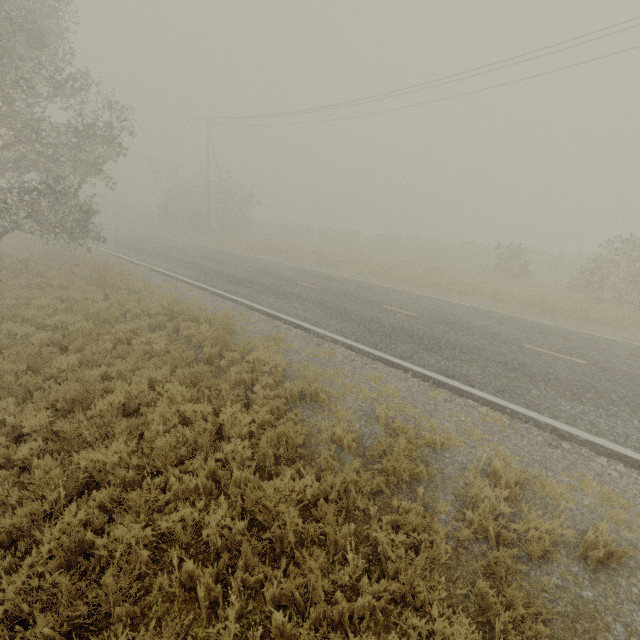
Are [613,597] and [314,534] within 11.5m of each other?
yes
